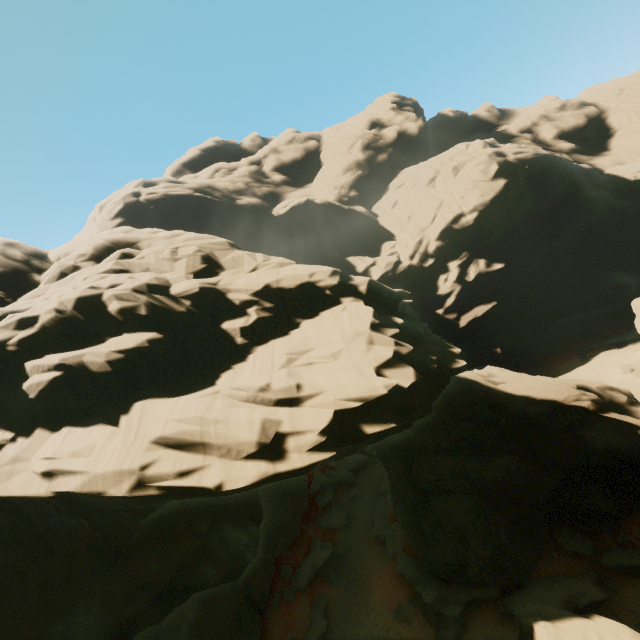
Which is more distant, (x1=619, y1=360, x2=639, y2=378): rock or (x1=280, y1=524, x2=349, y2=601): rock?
(x1=619, y1=360, x2=639, y2=378): rock

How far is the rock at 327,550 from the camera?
20.92m

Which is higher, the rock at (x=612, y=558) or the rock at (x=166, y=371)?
the rock at (x=166, y=371)

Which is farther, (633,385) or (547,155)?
(547,155)

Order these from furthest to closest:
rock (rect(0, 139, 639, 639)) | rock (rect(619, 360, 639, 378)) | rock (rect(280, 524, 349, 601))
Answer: rock (rect(619, 360, 639, 378)) < rock (rect(280, 524, 349, 601)) < rock (rect(0, 139, 639, 639))

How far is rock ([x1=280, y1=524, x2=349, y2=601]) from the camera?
20.9 meters
